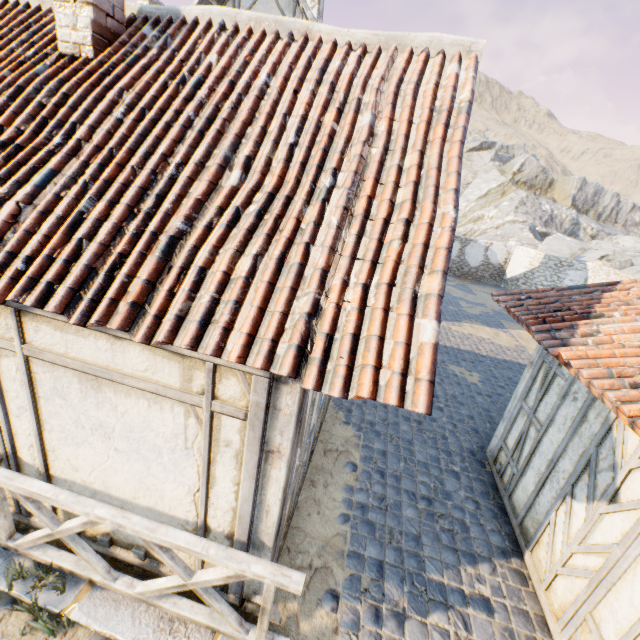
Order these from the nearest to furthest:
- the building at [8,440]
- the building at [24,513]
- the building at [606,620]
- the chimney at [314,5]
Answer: the building at [8,440] < the building at [606,620] < the building at [24,513] < the chimney at [314,5]

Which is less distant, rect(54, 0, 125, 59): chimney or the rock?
rect(54, 0, 125, 59): chimney

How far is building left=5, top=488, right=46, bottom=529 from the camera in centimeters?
367cm

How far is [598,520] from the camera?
3.4 meters

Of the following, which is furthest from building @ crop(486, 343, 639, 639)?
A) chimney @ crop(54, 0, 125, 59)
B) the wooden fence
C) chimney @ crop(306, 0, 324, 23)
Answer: chimney @ crop(306, 0, 324, 23)

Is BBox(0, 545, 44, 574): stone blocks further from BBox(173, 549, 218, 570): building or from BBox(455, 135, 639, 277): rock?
BBox(455, 135, 639, 277): rock

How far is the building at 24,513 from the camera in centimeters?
367cm
